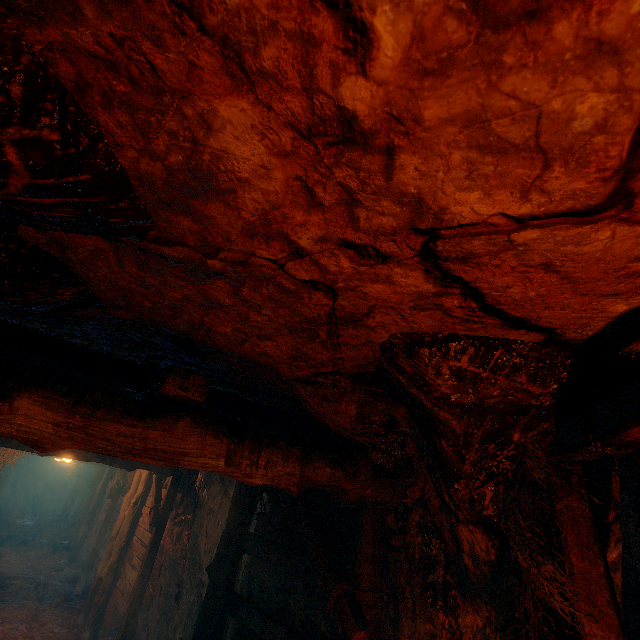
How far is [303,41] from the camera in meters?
0.8
